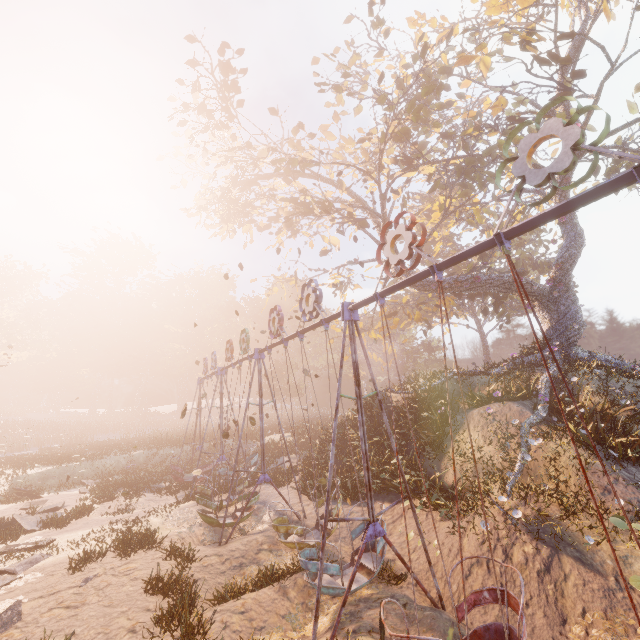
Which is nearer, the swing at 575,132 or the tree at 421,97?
the swing at 575,132

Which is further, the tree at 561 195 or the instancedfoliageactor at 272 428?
the instancedfoliageactor at 272 428

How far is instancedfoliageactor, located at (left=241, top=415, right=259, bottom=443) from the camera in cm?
2700

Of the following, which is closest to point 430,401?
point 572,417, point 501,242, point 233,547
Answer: point 572,417

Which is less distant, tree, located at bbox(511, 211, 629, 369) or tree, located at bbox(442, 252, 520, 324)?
tree, located at bbox(511, 211, 629, 369)

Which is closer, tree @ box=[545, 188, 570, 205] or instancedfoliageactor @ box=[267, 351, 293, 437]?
tree @ box=[545, 188, 570, 205]
